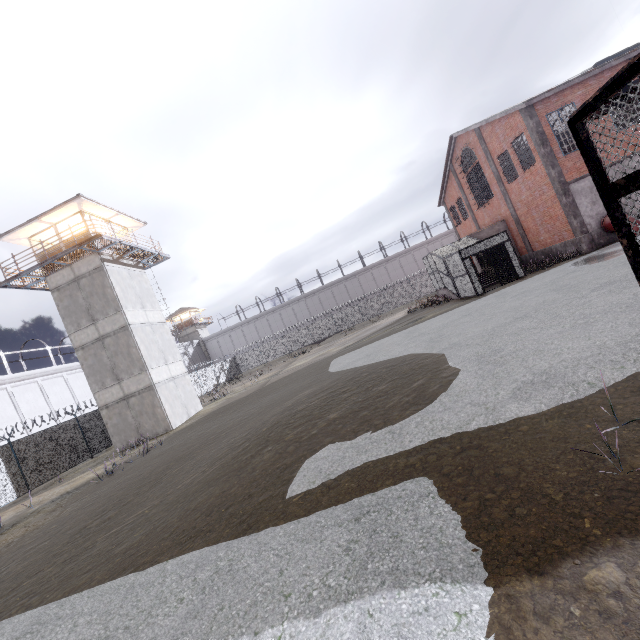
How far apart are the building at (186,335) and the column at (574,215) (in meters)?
53.36

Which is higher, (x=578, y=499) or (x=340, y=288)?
(x=340, y=288)

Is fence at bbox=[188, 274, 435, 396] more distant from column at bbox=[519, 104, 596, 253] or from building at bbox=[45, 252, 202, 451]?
column at bbox=[519, 104, 596, 253]

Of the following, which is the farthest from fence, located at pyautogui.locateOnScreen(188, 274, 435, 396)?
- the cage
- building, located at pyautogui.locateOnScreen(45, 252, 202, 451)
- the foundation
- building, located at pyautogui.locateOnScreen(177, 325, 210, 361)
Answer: the foundation

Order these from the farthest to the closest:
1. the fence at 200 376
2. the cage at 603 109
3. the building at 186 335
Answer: the building at 186 335
the fence at 200 376
the cage at 603 109

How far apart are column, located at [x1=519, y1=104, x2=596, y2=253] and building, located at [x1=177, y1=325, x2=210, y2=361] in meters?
53.4

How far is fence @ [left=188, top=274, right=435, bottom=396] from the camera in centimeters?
3953cm
